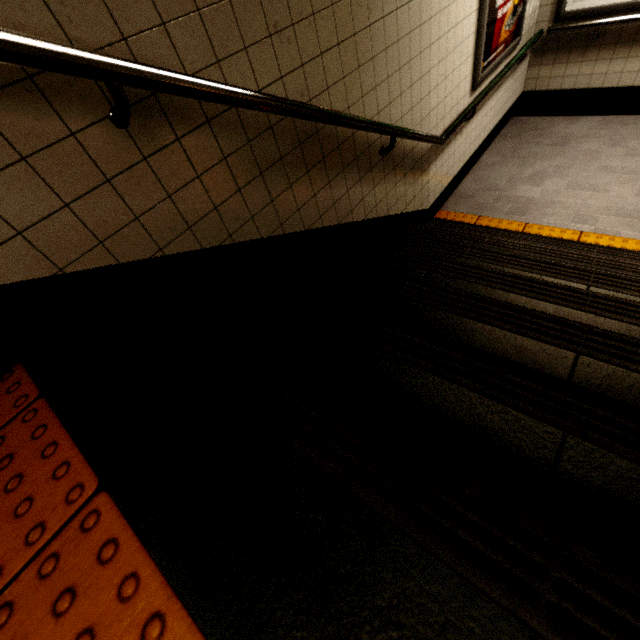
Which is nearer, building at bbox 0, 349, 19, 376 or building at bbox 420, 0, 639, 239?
building at bbox 0, 349, 19, 376

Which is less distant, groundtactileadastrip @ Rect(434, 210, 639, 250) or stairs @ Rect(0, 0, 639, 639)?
Result: stairs @ Rect(0, 0, 639, 639)

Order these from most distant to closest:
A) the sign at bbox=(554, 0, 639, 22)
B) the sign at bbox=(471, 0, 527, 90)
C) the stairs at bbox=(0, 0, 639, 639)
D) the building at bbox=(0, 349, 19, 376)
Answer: the sign at bbox=(554, 0, 639, 22), the sign at bbox=(471, 0, 527, 90), the building at bbox=(0, 349, 19, 376), the stairs at bbox=(0, 0, 639, 639)

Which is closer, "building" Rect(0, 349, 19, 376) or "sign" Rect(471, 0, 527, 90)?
"building" Rect(0, 349, 19, 376)

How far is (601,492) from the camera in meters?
0.7 m

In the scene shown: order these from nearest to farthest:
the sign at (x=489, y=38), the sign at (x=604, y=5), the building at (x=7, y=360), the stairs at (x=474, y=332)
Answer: the stairs at (x=474, y=332) → the building at (x=7, y=360) → the sign at (x=489, y=38) → the sign at (x=604, y=5)

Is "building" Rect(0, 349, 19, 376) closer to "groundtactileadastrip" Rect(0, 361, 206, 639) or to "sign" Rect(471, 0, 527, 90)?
"groundtactileadastrip" Rect(0, 361, 206, 639)

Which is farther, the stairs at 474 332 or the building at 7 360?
the building at 7 360
